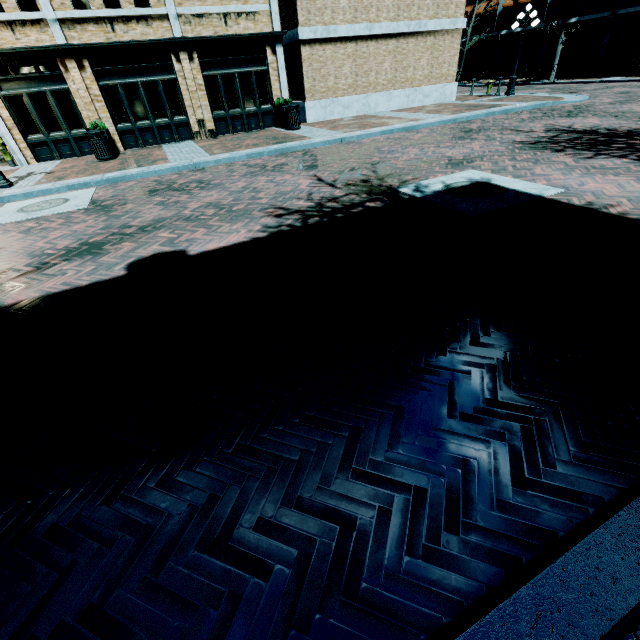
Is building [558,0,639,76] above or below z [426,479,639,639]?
above

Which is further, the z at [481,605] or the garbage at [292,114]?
the garbage at [292,114]

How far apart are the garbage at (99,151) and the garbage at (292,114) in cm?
681

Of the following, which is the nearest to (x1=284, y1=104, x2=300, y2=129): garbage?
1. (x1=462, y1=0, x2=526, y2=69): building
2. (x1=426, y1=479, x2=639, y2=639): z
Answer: (x1=426, y1=479, x2=639, y2=639): z

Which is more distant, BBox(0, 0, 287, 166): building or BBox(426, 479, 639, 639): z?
BBox(0, 0, 287, 166): building

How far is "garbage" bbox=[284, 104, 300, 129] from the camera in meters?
13.2

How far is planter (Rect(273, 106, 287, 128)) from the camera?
13.9m

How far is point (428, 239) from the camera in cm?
434
